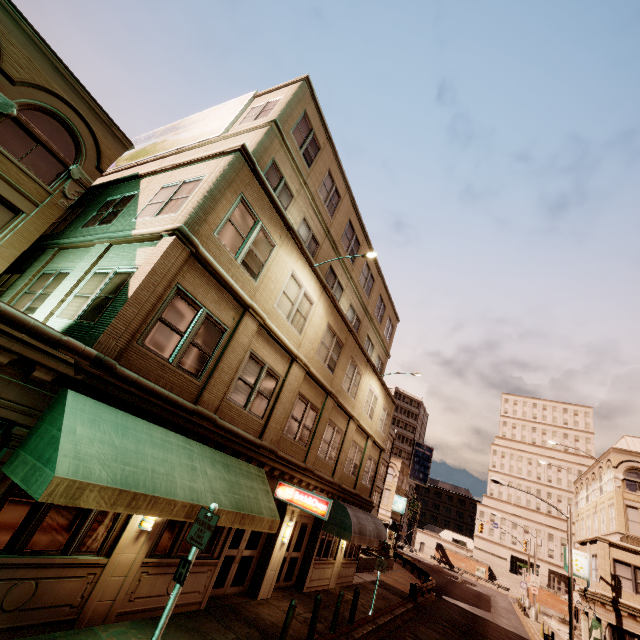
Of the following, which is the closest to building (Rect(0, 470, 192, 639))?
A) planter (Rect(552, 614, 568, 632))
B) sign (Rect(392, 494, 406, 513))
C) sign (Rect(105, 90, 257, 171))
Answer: sign (Rect(105, 90, 257, 171))

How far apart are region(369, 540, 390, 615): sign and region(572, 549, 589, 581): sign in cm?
2081

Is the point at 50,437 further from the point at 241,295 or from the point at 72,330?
the point at 241,295

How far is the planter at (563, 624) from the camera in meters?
38.5

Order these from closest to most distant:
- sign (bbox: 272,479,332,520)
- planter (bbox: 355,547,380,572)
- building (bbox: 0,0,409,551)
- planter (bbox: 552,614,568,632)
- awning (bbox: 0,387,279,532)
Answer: awning (bbox: 0,387,279,532) → building (bbox: 0,0,409,551) → sign (bbox: 272,479,332,520) → planter (bbox: 355,547,380,572) → planter (bbox: 552,614,568,632)

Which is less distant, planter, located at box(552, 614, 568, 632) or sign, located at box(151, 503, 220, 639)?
sign, located at box(151, 503, 220, 639)

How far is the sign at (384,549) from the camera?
15.33m

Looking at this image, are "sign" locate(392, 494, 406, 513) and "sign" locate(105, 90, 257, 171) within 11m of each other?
no
